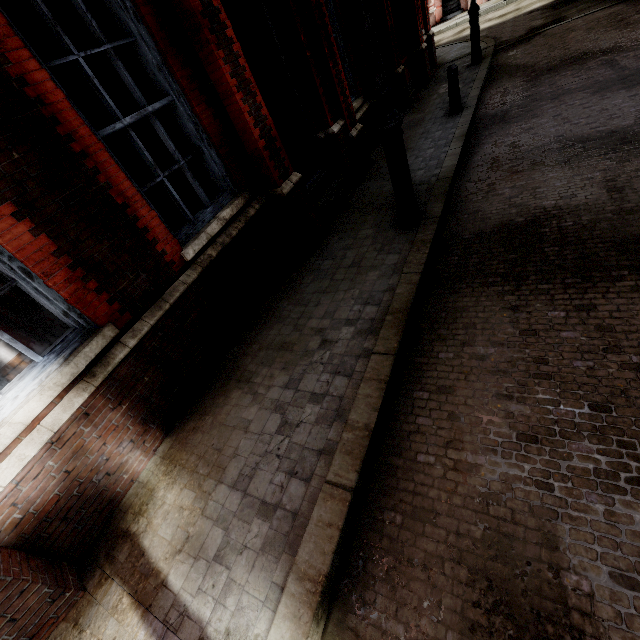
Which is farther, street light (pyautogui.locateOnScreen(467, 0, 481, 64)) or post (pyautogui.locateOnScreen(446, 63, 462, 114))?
street light (pyautogui.locateOnScreen(467, 0, 481, 64))

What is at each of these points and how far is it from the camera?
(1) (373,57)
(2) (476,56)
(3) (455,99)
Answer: (1) street light, 3.4m
(2) street light, 10.4m
(3) post, 7.4m

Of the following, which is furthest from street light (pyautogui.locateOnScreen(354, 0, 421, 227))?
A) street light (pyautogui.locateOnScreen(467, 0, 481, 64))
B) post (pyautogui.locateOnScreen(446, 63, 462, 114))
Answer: street light (pyautogui.locateOnScreen(467, 0, 481, 64))

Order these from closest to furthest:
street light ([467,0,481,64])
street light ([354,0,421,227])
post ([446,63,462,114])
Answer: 1. street light ([354,0,421,227])
2. post ([446,63,462,114])
3. street light ([467,0,481,64])

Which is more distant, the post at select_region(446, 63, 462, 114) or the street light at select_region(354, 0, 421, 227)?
the post at select_region(446, 63, 462, 114)

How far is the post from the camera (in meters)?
7.09

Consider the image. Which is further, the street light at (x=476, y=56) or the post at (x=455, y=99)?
the street light at (x=476, y=56)

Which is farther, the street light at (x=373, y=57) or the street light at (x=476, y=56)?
the street light at (x=476, y=56)
